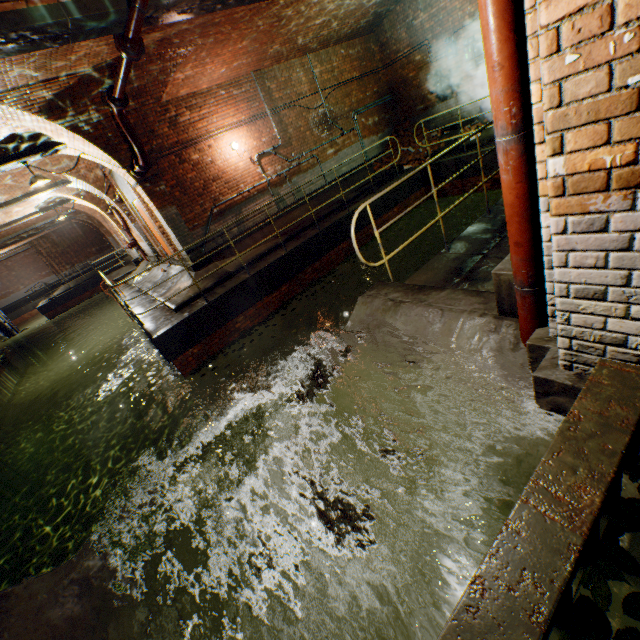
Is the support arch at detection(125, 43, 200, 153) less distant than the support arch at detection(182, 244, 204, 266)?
Yes

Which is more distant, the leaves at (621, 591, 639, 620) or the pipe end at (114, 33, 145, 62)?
the pipe end at (114, 33, 145, 62)

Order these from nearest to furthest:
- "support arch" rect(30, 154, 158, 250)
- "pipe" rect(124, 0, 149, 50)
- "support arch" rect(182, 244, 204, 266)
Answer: "pipe" rect(124, 0, 149, 50) → "support arch" rect(30, 154, 158, 250) → "support arch" rect(182, 244, 204, 266)

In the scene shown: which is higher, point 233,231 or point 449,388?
point 233,231

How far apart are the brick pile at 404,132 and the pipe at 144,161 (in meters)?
8.61

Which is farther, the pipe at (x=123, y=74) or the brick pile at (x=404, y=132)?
the brick pile at (x=404, y=132)

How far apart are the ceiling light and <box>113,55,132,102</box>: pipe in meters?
3.0 m

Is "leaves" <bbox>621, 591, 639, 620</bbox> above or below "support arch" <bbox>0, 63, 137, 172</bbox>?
below
